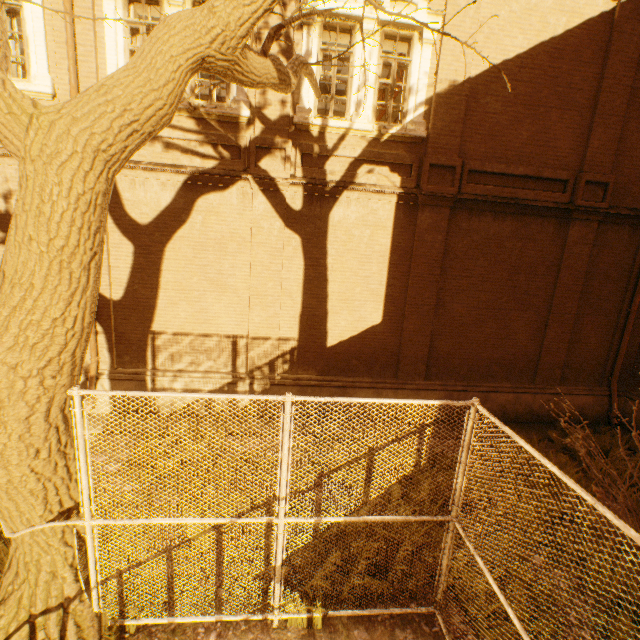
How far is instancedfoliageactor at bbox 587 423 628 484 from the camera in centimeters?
680cm

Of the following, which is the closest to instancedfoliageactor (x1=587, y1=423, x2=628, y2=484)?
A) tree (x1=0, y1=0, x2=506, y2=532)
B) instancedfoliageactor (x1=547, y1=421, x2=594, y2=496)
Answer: instancedfoliageactor (x1=547, y1=421, x2=594, y2=496)

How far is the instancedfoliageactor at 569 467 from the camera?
6.44m

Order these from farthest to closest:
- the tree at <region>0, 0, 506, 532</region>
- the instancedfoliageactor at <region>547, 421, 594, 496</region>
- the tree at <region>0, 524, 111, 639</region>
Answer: the instancedfoliageactor at <region>547, 421, 594, 496</region>
the tree at <region>0, 524, 111, 639</region>
the tree at <region>0, 0, 506, 532</region>

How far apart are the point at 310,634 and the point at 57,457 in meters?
3.5 m

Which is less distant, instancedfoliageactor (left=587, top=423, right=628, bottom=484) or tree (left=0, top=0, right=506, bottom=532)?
tree (left=0, top=0, right=506, bottom=532)

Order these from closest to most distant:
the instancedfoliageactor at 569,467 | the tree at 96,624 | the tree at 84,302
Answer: the tree at 84,302
the tree at 96,624
the instancedfoliageactor at 569,467
